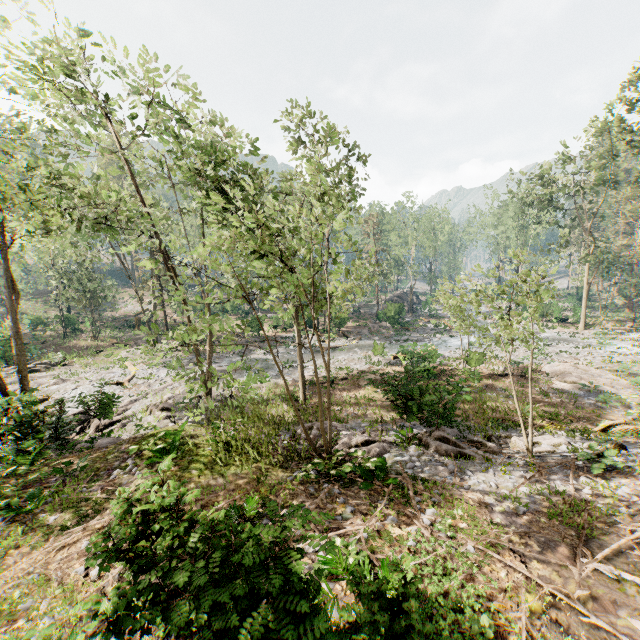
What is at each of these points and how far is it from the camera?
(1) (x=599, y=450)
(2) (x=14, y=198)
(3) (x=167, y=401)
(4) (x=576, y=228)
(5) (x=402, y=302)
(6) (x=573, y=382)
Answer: (1) foliage, 11.2 meters
(2) foliage, 13.0 meters
(3) foliage, 20.5 meters
(4) foliage, 37.6 meters
(5) rock, 53.9 meters
(6) foliage, 20.8 meters

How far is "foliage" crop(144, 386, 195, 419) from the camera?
18.77m

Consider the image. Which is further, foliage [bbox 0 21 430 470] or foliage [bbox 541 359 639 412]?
foliage [bbox 541 359 639 412]

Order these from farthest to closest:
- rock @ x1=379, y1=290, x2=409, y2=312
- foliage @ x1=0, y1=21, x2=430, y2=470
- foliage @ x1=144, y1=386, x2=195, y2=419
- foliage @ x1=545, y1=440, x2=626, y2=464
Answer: rock @ x1=379, y1=290, x2=409, y2=312 → foliage @ x1=144, y1=386, x2=195, y2=419 → foliage @ x1=545, y1=440, x2=626, y2=464 → foliage @ x1=0, y1=21, x2=430, y2=470

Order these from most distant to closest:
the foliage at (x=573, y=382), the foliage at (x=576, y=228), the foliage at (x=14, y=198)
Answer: the foliage at (x=573, y=382) < the foliage at (x=576, y=228) < the foliage at (x=14, y=198)

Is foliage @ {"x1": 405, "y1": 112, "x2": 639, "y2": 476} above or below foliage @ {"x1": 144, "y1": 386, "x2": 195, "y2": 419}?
above

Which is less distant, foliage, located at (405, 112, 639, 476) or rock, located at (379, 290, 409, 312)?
foliage, located at (405, 112, 639, 476)

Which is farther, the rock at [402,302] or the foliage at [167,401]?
the rock at [402,302]
